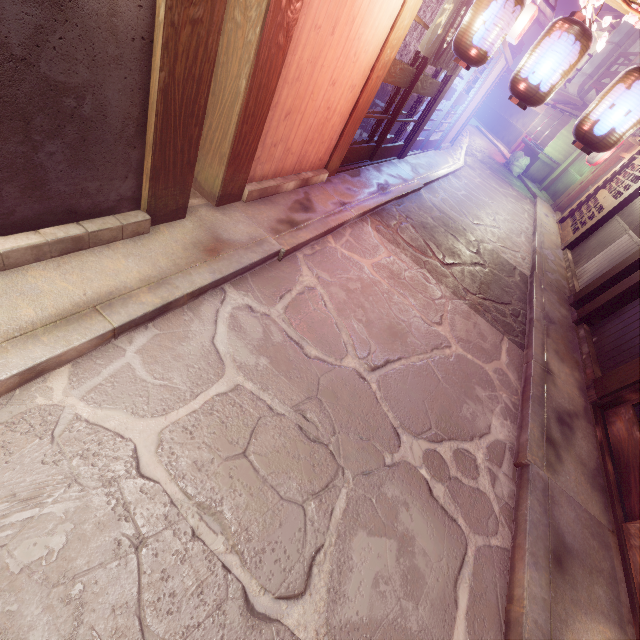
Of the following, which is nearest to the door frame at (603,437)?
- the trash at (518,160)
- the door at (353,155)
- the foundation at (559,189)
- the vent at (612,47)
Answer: the door at (353,155)

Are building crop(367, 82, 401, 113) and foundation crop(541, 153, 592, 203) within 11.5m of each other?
no

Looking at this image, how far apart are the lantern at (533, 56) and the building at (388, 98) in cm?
798

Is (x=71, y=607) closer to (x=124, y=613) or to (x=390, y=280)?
(x=124, y=613)

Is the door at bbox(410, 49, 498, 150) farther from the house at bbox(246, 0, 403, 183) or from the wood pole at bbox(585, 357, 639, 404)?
the wood pole at bbox(585, 357, 639, 404)

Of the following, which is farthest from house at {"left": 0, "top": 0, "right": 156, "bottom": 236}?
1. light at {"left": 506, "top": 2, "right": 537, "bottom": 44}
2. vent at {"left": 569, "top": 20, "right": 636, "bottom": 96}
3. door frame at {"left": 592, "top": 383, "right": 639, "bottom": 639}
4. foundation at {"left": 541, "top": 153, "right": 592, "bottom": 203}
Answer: vent at {"left": 569, "top": 20, "right": 636, "bottom": 96}

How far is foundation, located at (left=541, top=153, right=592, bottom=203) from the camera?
27.0 meters

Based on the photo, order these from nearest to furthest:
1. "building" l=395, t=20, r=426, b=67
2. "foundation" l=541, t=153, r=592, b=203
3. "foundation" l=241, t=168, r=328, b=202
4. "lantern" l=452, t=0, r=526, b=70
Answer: "lantern" l=452, t=0, r=526, b=70 → "foundation" l=241, t=168, r=328, b=202 → "building" l=395, t=20, r=426, b=67 → "foundation" l=541, t=153, r=592, b=203
